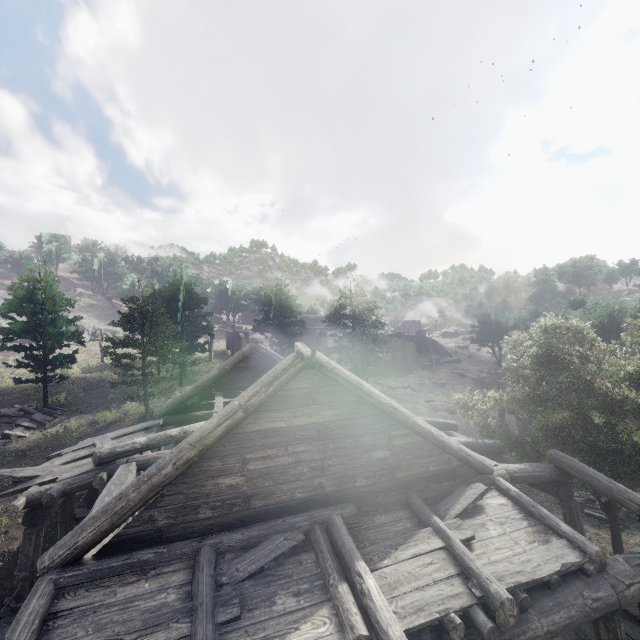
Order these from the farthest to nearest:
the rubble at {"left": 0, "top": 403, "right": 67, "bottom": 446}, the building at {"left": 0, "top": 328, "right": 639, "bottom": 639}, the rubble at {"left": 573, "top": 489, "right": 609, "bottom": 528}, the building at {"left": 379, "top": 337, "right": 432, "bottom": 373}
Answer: the building at {"left": 379, "top": 337, "right": 432, "bottom": 373} → the rubble at {"left": 0, "top": 403, "right": 67, "bottom": 446} → the rubble at {"left": 573, "top": 489, "right": 609, "bottom": 528} → the building at {"left": 0, "top": 328, "right": 639, "bottom": 639}

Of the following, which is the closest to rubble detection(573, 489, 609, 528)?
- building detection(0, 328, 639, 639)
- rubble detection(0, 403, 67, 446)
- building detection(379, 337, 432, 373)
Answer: building detection(0, 328, 639, 639)

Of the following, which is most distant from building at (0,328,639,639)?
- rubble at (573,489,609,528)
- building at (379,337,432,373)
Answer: building at (379,337,432,373)

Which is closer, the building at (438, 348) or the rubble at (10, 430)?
the rubble at (10, 430)

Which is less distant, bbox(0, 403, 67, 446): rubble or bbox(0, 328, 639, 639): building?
bbox(0, 328, 639, 639): building

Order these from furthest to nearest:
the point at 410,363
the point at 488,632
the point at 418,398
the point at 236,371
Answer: the point at 410,363 → the point at 418,398 → the point at 236,371 → the point at 488,632

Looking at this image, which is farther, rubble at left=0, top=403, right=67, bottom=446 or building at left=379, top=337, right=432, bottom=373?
building at left=379, top=337, right=432, bottom=373

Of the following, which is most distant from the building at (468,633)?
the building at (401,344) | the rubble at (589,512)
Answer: the building at (401,344)
